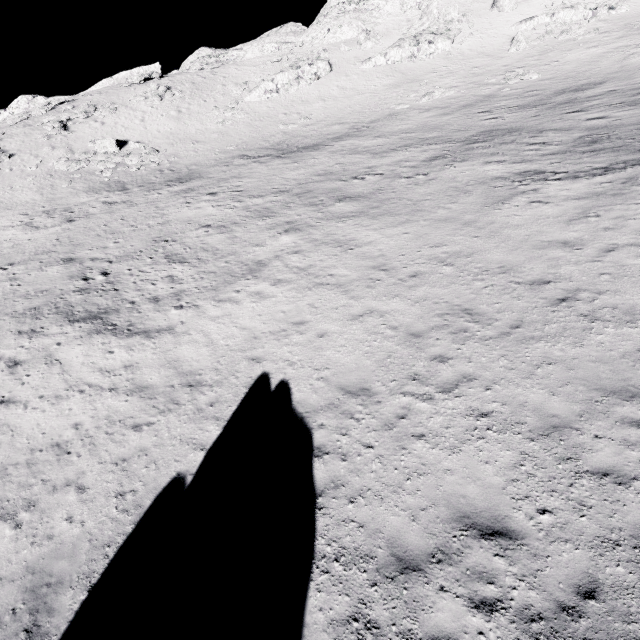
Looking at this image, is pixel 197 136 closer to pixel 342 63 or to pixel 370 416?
pixel 342 63

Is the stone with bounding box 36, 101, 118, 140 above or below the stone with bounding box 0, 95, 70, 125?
below

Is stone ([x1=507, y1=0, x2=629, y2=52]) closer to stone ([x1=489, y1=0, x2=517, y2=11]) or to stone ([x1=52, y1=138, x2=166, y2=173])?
stone ([x1=489, y1=0, x2=517, y2=11])

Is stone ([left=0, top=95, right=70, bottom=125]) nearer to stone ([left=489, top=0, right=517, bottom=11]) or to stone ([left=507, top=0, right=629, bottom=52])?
stone ([left=489, top=0, right=517, bottom=11])

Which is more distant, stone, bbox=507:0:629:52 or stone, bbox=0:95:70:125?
stone, bbox=0:95:70:125

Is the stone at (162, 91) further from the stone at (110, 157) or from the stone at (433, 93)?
the stone at (433, 93)

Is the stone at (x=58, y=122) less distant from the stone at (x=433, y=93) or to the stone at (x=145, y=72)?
the stone at (x=145, y=72)

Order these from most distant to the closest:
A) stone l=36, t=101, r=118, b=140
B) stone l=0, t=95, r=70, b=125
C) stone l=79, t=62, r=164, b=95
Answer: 1. stone l=79, t=62, r=164, b=95
2. stone l=0, t=95, r=70, b=125
3. stone l=36, t=101, r=118, b=140
